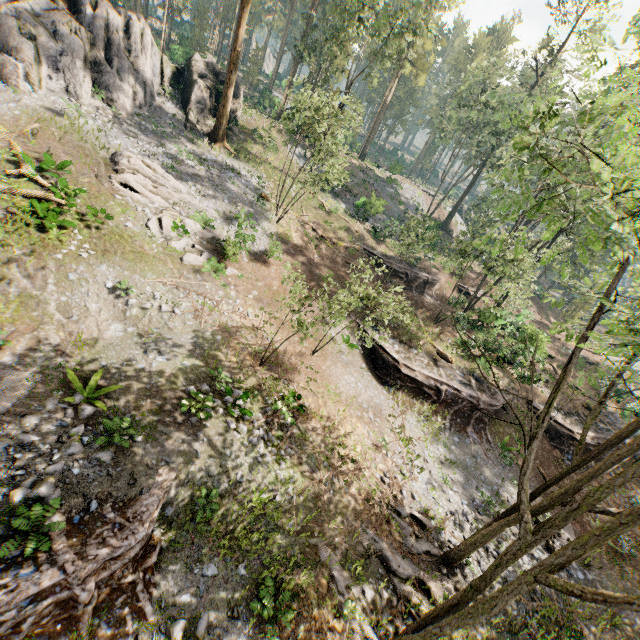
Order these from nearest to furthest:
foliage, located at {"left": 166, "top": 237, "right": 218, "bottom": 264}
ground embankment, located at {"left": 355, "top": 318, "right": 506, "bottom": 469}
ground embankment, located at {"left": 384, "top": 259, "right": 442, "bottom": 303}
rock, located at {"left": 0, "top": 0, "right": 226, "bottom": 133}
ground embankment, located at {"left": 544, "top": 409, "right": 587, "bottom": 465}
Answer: foliage, located at {"left": 166, "top": 237, "right": 218, "bottom": 264}
rock, located at {"left": 0, "top": 0, "right": 226, "bottom": 133}
ground embankment, located at {"left": 355, "top": 318, "right": 506, "bottom": 469}
ground embankment, located at {"left": 544, "top": 409, "right": 587, "bottom": 465}
ground embankment, located at {"left": 384, "top": 259, "right": 442, "bottom": 303}

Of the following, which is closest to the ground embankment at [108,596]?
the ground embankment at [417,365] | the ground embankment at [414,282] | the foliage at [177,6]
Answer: the ground embankment at [417,365]

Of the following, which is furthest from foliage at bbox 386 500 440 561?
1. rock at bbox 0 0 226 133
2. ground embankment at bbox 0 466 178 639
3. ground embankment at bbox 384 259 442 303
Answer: ground embankment at bbox 384 259 442 303

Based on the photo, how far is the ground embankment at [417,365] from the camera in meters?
20.4 m

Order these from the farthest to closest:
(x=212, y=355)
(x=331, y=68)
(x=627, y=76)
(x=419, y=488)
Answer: (x=627, y=76) < (x=331, y=68) < (x=419, y=488) < (x=212, y=355)

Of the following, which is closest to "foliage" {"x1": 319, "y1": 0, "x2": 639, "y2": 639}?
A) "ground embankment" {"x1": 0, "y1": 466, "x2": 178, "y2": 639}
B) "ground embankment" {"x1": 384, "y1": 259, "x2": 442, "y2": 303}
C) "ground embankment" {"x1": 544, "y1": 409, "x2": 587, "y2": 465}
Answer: "ground embankment" {"x1": 544, "y1": 409, "x2": 587, "y2": 465}

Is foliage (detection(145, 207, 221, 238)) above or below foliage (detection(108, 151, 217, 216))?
below
